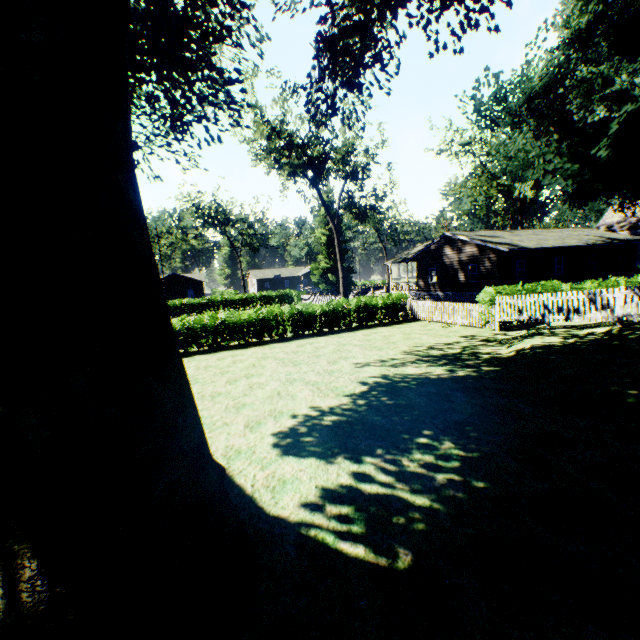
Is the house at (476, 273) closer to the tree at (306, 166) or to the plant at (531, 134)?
the plant at (531, 134)

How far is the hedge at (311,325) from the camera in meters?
17.5 m

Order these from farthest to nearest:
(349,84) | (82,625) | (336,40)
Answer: (336,40), (349,84), (82,625)

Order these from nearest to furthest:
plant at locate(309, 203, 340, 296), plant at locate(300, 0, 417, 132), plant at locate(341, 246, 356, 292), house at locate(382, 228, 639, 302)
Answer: plant at locate(300, 0, 417, 132) < house at locate(382, 228, 639, 302) < plant at locate(309, 203, 340, 296) < plant at locate(341, 246, 356, 292)

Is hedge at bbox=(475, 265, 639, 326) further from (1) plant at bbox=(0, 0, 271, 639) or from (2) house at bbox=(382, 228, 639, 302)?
(1) plant at bbox=(0, 0, 271, 639)

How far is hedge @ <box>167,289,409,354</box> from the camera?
17.5m

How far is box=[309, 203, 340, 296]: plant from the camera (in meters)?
45.75

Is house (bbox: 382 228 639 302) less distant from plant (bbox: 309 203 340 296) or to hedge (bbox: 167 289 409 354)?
plant (bbox: 309 203 340 296)
